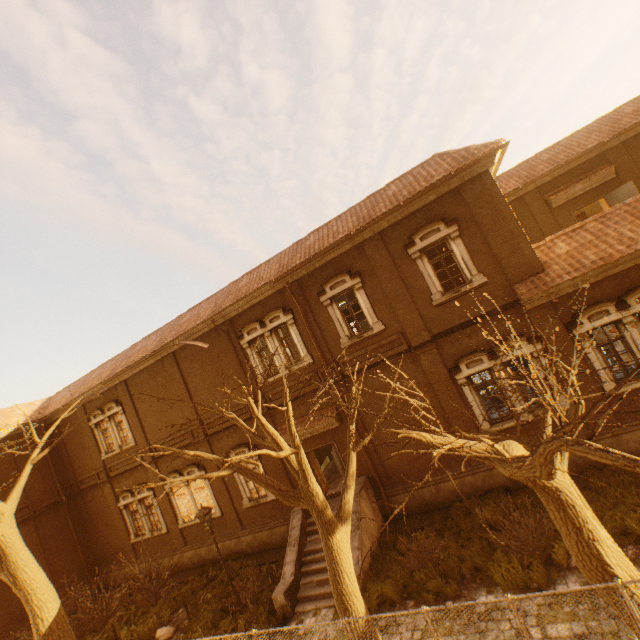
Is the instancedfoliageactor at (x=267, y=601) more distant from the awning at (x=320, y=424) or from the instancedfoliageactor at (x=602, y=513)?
the awning at (x=320, y=424)

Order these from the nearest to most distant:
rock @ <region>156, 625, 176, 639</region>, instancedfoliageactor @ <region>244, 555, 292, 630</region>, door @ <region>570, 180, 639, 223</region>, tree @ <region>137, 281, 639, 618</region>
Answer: tree @ <region>137, 281, 639, 618</region> → instancedfoliageactor @ <region>244, 555, 292, 630</region> → rock @ <region>156, 625, 176, 639</region> → door @ <region>570, 180, 639, 223</region>

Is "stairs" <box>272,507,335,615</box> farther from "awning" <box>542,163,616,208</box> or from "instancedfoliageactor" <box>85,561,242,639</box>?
"awning" <box>542,163,616,208</box>

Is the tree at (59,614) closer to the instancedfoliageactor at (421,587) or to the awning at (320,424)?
the instancedfoliageactor at (421,587)

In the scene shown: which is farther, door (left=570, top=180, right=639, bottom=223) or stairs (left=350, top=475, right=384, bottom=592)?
door (left=570, top=180, right=639, bottom=223)

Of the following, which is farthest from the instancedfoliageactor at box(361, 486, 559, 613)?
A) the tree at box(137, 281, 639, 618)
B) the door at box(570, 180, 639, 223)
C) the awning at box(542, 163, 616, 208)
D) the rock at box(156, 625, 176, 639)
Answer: the awning at box(542, 163, 616, 208)

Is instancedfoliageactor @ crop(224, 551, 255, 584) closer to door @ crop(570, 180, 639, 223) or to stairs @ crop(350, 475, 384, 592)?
stairs @ crop(350, 475, 384, 592)

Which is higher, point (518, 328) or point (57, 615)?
point (518, 328)
